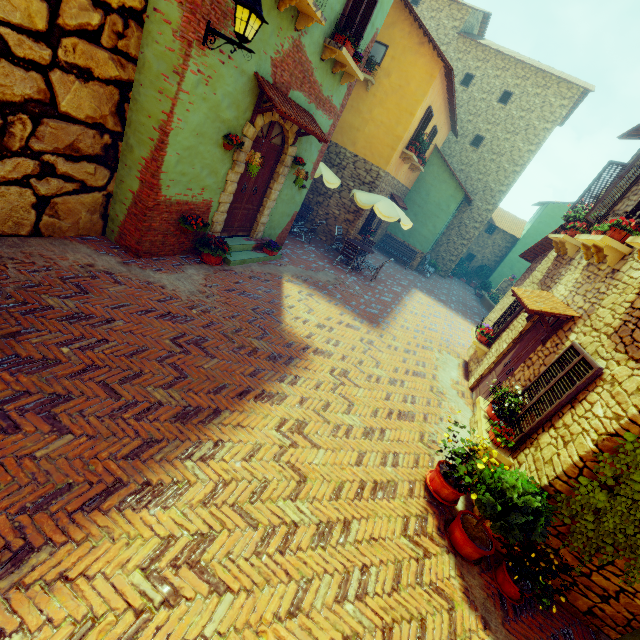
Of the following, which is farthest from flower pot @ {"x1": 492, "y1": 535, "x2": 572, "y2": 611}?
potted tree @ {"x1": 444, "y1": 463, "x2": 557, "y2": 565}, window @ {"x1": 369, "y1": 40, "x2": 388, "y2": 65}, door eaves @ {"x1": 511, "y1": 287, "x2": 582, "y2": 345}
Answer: window @ {"x1": 369, "y1": 40, "x2": 388, "y2": 65}

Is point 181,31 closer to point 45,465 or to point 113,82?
point 113,82

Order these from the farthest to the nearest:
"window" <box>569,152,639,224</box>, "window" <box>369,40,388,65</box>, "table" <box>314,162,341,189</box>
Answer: "window" <box>369,40,388,65</box>
"table" <box>314,162,341,189</box>
"window" <box>569,152,639,224</box>

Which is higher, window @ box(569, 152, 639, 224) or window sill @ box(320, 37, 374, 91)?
window @ box(569, 152, 639, 224)

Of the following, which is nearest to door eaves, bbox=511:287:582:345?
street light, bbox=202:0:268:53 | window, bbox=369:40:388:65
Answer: street light, bbox=202:0:268:53

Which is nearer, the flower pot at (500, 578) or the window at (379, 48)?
the flower pot at (500, 578)

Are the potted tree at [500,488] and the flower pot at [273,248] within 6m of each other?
no

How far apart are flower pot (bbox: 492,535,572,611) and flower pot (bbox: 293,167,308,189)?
8.2m
